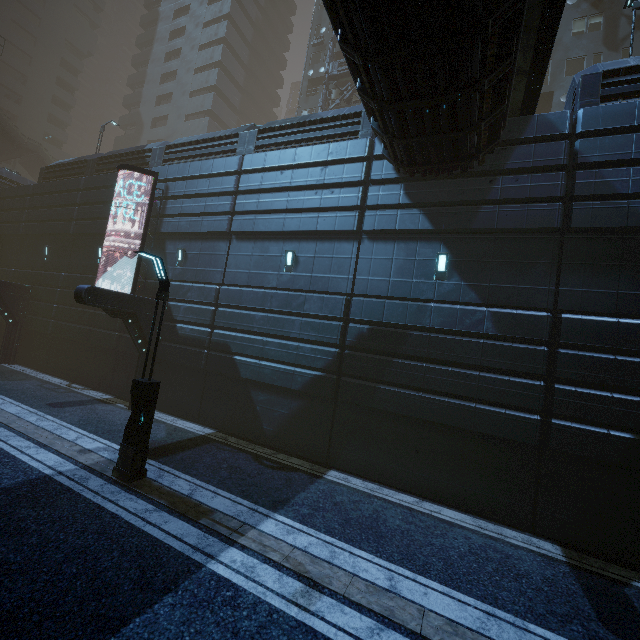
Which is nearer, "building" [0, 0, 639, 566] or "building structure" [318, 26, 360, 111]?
"building" [0, 0, 639, 566]

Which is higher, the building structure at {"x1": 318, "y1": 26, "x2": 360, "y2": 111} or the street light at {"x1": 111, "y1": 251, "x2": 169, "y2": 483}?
the building structure at {"x1": 318, "y1": 26, "x2": 360, "y2": 111}

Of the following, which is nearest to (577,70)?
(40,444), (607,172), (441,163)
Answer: (607,172)

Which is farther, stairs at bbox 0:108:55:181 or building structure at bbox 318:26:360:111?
stairs at bbox 0:108:55:181

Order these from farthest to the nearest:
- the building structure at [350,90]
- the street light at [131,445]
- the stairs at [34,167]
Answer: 1. the stairs at [34,167]
2. the building structure at [350,90]
3. the street light at [131,445]

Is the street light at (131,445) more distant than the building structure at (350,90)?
No

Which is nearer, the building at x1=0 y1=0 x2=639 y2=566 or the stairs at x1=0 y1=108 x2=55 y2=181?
the building at x1=0 y1=0 x2=639 y2=566

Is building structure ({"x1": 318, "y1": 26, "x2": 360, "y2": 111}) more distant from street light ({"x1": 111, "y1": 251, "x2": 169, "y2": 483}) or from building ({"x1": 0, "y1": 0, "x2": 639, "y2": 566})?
street light ({"x1": 111, "y1": 251, "x2": 169, "y2": 483})
